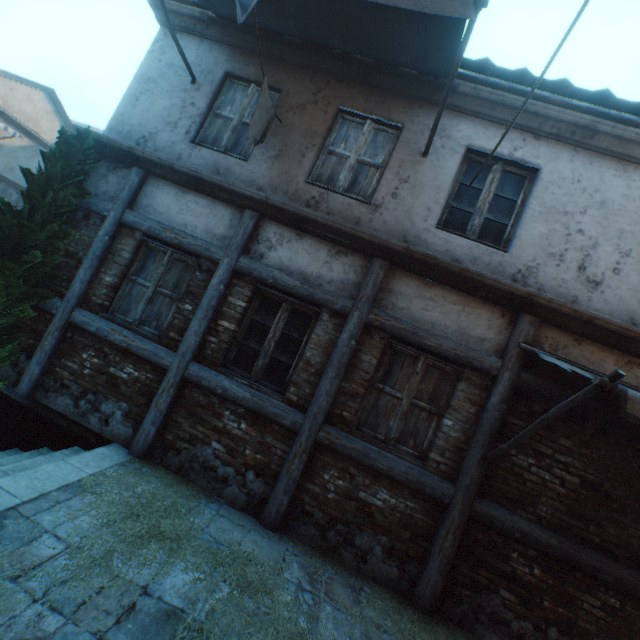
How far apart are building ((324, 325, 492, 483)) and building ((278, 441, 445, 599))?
0.2m

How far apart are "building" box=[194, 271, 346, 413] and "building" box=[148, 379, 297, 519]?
0.2m

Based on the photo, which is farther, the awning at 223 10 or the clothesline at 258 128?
the awning at 223 10

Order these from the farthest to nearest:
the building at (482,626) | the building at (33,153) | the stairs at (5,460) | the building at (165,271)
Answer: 1. the building at (33,153)
2. the building at (165,271)
3. the building at (482,626)
4. the stairs at (5,460)

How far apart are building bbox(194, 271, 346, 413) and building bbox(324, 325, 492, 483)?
0.29m

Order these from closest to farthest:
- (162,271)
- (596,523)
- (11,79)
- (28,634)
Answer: (28,634)
(596,523)
(162,271)
(11,79)

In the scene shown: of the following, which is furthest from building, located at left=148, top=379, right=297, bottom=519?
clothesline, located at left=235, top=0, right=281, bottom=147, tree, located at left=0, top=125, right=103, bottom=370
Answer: clothesline, located at left=235, top=0, right=281, bottom=147

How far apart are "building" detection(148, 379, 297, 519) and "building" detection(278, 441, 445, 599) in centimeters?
29cm
